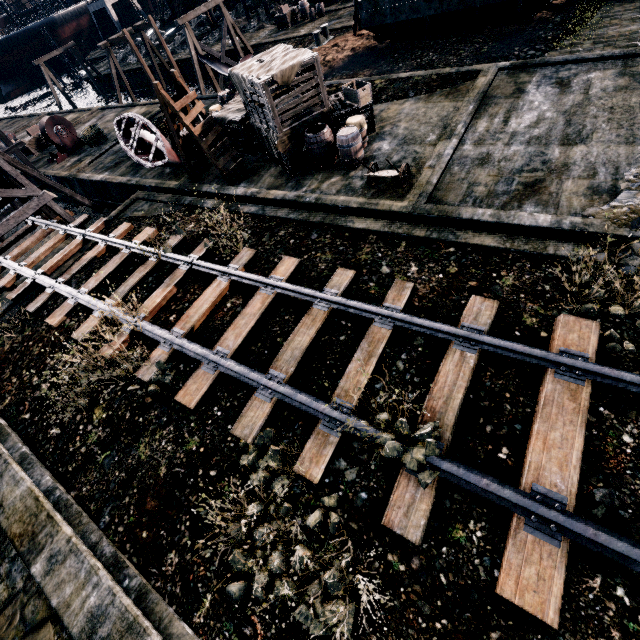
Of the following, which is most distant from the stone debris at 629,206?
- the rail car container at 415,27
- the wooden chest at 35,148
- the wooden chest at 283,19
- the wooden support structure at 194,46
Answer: the wooden chest at 35,148

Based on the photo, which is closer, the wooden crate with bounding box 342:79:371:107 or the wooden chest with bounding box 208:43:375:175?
the wooden chest with bounding box 208:43:375:175

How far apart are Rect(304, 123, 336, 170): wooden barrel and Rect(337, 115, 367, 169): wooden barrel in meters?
0.2 m

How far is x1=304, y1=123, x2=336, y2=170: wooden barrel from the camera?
12.6m

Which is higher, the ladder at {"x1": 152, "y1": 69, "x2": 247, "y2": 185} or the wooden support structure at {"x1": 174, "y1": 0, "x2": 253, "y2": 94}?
the ladder at {"x1": 152, "y1": 69, "x2": 247, "y2": 185}

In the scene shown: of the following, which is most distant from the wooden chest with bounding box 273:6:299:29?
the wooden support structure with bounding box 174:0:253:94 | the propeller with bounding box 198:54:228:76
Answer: the propeller with bounding box 198:54:228:76

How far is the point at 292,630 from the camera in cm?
546

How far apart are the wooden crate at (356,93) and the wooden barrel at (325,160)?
1.8 meters
